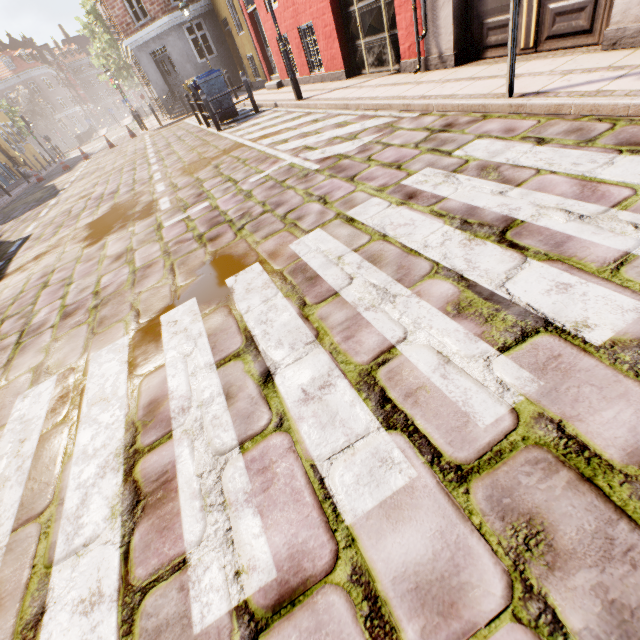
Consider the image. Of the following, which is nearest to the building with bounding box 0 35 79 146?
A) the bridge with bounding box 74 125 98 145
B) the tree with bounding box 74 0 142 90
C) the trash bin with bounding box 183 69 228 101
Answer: the tree with bounding box 74 0 142 90

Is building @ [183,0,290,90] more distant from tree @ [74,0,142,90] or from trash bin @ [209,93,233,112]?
trash bin @ [209,93,233,112]

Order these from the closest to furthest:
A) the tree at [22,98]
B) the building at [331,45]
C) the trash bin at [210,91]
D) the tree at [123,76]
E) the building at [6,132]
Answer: the building at [331,45] → the trash bin at [210,91] → the building at [6,132] → the tree at [123,76] → the tree at [22,98]

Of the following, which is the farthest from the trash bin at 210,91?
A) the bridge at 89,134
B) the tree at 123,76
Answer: the bridge at 89,134

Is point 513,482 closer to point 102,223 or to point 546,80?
point 546,80

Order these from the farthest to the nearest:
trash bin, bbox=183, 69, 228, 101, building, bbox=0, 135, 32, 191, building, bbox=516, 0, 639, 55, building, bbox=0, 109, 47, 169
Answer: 1. building, bbox=0, 109, 47, 169
2. building, bbox=0, 135, 32, 191
3. trash bin, bbox=183, 69, 228, 101
4. building, bbox=516, 0, 639, 55
